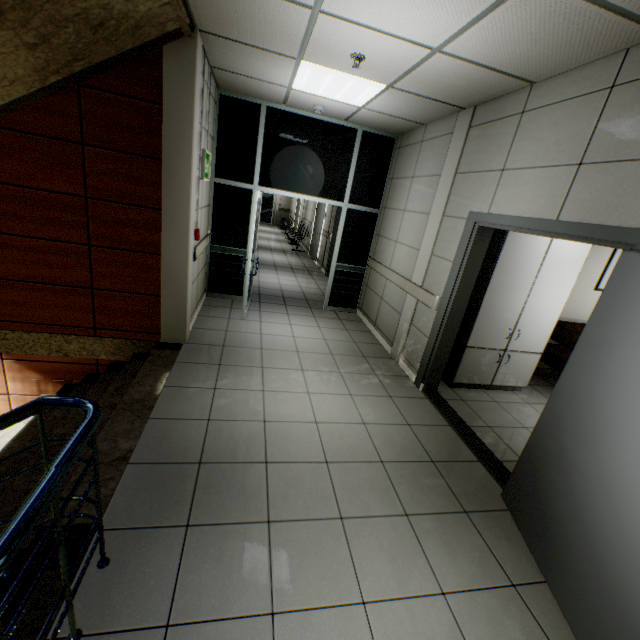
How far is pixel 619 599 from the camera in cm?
158

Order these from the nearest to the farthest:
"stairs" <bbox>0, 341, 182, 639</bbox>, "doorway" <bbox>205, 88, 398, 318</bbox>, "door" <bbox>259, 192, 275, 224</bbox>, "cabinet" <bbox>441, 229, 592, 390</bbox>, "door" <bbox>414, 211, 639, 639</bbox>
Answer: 1. "stairs" <bbox>0, 341, 182, 639</bbox>
2. "door" <bbox>414, 211, 639, 639</bbox>
3. "cabinet" <bbox>441, 229, 592, 390</bbox>
4. "doorway" <bbox>205, 88, 398, 318</bbox>
5. "door" <bbox>259, 192, 275, 224</bbox>

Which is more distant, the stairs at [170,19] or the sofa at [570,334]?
the sofa at [570,334]

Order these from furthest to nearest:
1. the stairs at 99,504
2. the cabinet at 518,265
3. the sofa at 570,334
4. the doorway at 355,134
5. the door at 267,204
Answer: the door at 267,204, the doorway at 355,134, the sofa at 570,334, the cabinet at 518,265, the stairs at 99,504

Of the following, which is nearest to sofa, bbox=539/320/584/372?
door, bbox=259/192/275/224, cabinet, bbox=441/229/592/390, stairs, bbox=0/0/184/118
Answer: cabinet, bbox=441/229/592/390

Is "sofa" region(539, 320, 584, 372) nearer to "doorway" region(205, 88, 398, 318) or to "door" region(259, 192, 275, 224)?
"doorway" region(205, 88, 398, 318)

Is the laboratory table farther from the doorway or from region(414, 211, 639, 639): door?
the doorway

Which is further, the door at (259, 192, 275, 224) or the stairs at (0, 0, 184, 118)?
the door at (259, 192, 275, 224)
